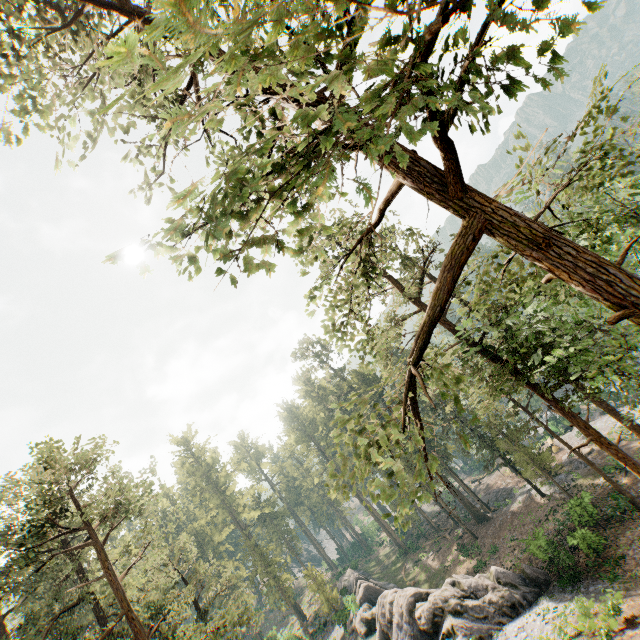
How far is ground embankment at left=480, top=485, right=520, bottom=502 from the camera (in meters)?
42.28

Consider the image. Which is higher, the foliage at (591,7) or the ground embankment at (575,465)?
the foliage at (591,7)

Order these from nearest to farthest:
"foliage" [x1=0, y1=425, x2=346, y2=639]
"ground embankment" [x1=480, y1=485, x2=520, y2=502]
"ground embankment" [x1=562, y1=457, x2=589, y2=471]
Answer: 1. "foliage" [x1=0, y1=425, x2=346, y2=639]
2. "ground embankment" [x1=562, y1=457, x2=589, y2=471]
3. "ground embankment" [x1=480, y1=485, x2=520, y2=502]

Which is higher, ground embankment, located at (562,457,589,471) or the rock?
the rock

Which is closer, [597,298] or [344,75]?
[344,75]

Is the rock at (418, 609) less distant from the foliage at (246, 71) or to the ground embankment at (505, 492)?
the foliage at (246, 71)

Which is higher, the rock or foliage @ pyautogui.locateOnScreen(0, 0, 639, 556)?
foliage @ pyautogui.locateOnScreen(0, 0, 639, 556)
